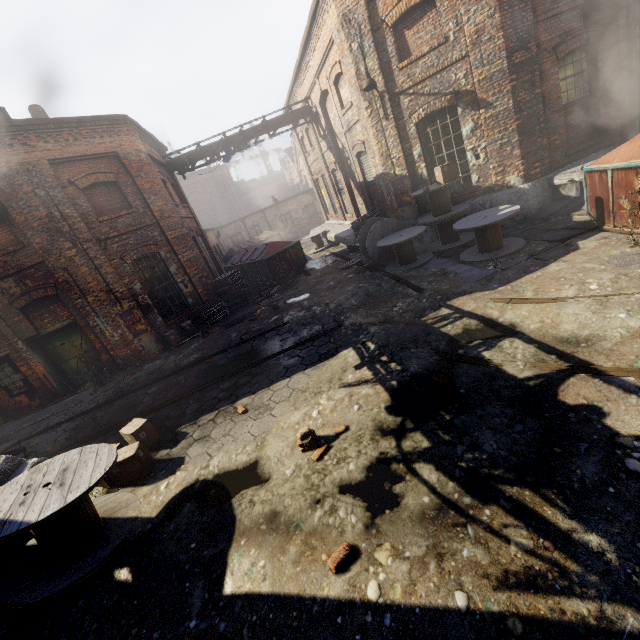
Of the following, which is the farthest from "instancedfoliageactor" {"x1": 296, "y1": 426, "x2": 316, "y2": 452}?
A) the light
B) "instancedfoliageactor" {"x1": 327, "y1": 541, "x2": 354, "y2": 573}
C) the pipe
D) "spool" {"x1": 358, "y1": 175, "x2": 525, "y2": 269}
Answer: the pipe

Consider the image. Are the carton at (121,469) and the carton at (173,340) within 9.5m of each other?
yes

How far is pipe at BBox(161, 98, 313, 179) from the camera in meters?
15.7 m

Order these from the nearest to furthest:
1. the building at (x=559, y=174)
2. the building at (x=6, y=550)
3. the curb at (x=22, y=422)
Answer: the building at (x=6, y=550) < the building at (x=559, y=174) < the curb at (x=22, y=422)

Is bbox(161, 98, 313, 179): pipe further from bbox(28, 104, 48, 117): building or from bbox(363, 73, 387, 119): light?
bbox(363, 73, 387, 119): light

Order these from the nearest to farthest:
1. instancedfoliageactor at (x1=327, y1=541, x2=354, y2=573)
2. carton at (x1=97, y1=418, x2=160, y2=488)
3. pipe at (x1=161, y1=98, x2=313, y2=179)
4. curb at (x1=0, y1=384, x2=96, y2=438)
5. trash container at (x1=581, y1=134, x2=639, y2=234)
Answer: instancedfoliageactor at (x1=327, y1=541, x2=354, y2=573) < carton at (x1=97, y1=418, x2=160, y2=488) < trash container at (x1=581, y1=134, x2=639, y2=234) < curb at (x1=0, y1=384, x2=96, y2=438) < pipe at (x1=161, y1=98, x2=313, y2=179)

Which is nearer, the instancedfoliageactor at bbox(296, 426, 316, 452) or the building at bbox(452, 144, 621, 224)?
the instancedfoliageactor at bbox(296, 426, 316, 452)

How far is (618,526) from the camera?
2.46m
